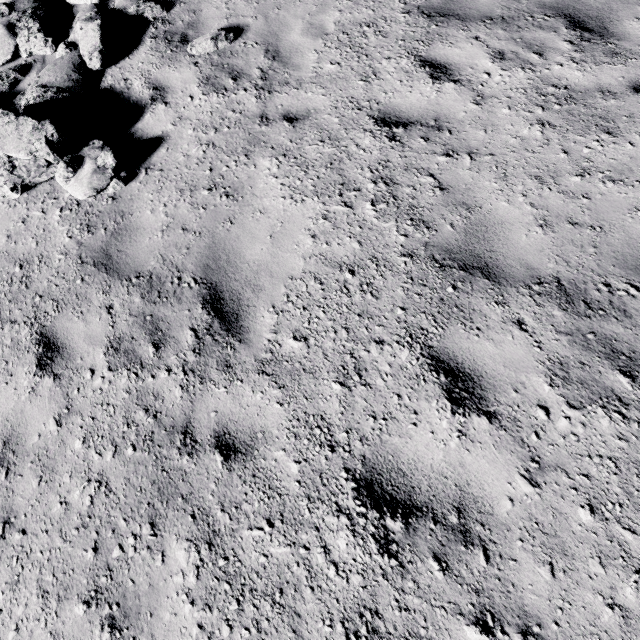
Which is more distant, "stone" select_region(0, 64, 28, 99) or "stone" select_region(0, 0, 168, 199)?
"stone" select_region(0, 64, 28, 99)

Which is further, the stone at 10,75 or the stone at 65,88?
the stone at 10,75

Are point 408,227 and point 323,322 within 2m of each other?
yes
